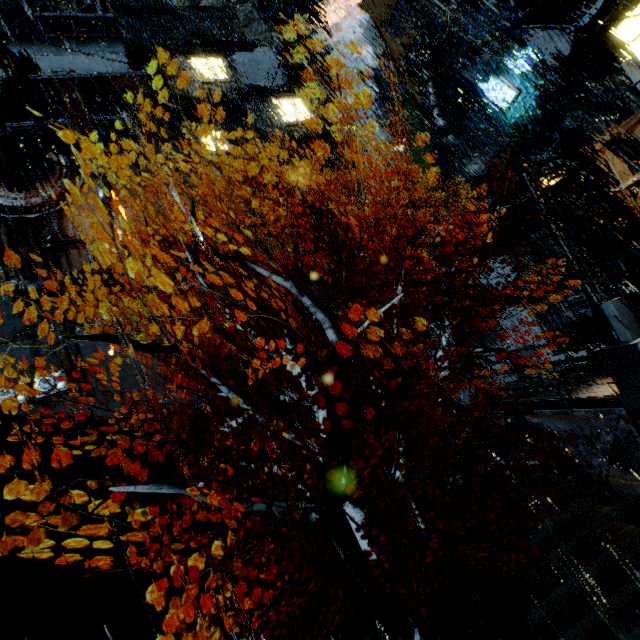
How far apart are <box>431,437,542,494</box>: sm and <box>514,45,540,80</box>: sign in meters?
17.9

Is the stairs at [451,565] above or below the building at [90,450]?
below

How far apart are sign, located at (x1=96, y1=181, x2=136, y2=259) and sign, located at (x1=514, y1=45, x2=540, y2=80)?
25.94m

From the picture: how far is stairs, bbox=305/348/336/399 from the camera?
19.23m

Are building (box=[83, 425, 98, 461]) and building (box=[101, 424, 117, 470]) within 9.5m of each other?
yes

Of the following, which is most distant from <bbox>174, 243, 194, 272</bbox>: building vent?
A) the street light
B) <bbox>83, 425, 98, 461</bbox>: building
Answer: the street light

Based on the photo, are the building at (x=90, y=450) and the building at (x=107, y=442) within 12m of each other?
yes

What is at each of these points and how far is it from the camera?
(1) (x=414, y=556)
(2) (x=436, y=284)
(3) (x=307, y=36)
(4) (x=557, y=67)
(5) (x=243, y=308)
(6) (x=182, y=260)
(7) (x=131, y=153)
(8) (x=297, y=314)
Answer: (1) stairs, 12.5m
(2) building, 24.3m
(3) rock, 54.5m
(4) building, 13.2m
(5) building, 28.2m
(6) building vent, 27.7m
(7) building, 30.0m
(8) building, 24.4m
